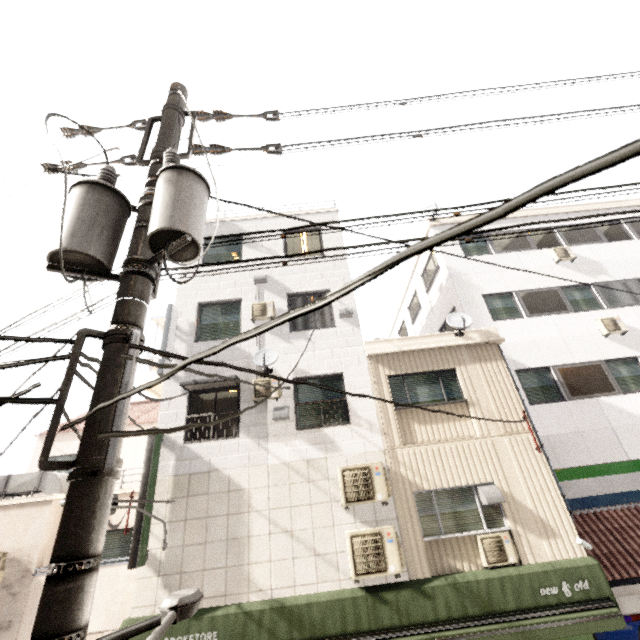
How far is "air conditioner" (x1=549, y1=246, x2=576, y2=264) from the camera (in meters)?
12.41

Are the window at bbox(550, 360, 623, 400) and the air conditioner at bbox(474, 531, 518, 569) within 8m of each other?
yes

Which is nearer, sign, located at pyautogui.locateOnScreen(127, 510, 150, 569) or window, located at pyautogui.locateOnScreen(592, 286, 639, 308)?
sign, located at pyautogui.locateOnScreen(127, 510, 150, 569)

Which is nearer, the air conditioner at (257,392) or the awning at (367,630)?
the awning at (367,630)

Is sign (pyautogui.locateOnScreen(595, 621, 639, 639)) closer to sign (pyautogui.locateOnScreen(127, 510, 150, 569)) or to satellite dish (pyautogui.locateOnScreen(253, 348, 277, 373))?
satellite dish (pyautogui.locateOnScreen(253, 348, 277, 373))

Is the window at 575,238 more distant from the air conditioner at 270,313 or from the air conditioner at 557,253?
the air conditioner at 270,313

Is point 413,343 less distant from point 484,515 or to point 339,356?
point 339,356

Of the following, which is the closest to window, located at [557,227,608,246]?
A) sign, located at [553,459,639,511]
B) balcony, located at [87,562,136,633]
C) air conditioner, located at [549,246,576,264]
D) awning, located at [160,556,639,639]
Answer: air conditioner, located at [549,246,576,264]
